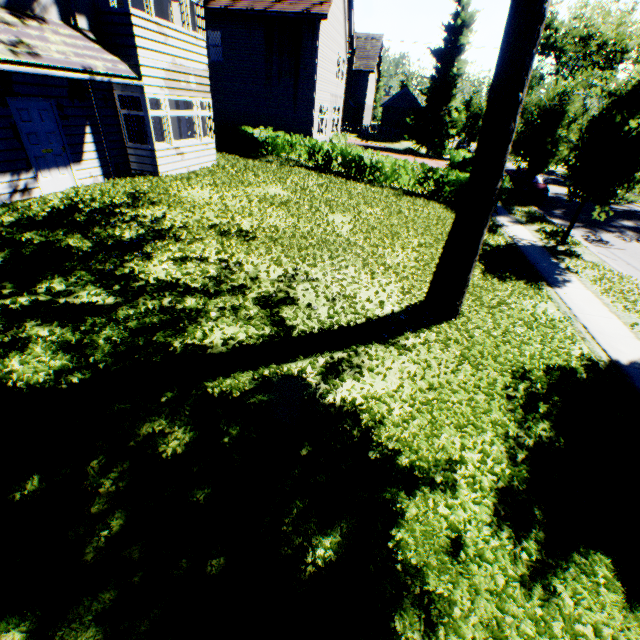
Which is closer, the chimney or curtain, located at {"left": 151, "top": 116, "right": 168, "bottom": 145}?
curtain, located at {"left": 151, "top": 116, "right": 168, "bottom": 145}

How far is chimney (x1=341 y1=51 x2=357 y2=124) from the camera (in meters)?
40.59

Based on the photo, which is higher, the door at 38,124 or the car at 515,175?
the door at 38,124

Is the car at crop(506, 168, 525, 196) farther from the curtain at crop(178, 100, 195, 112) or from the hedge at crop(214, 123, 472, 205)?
the curtain at crop(178, 100, 195, 112)

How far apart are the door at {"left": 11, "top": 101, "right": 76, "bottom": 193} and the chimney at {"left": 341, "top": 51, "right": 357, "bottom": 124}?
42.5 meters

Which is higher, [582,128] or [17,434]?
[582,128]

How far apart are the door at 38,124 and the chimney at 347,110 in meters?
42.5 m

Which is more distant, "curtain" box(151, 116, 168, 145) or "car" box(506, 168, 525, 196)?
"car" box(506, 168, 525, 196)
